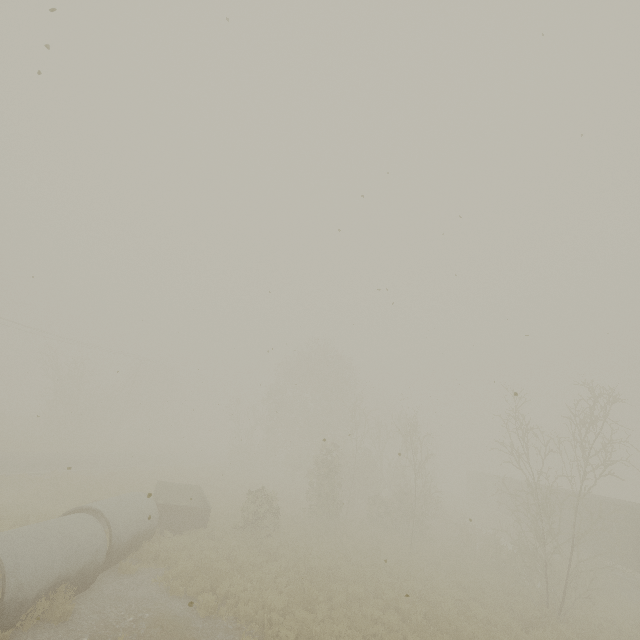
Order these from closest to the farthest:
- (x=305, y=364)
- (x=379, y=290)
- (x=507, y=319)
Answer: (x=379, y=290)
(x=507, y=319)
(x=305, y=364)

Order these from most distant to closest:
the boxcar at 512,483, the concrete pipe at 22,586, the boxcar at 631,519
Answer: the boxcar at 512,483 < the boxcar at 631,519 < the concrete pipe at 22,586

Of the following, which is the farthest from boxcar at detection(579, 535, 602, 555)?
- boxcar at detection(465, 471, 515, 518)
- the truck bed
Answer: the truck bed

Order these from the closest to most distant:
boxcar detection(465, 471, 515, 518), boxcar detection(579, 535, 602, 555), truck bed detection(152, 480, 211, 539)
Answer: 1. truck bed detection(152, 480, 211, 539)
2. boxcar detection(579, 535, 602, 555)
3. boxcar detection(465, 471, 515, 518)

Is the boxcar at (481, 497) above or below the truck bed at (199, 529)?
above

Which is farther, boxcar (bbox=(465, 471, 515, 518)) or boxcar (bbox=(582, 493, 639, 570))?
boxcar (bbox=(465, 471, 515, 518))

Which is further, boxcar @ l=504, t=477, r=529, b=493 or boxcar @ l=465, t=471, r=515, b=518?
boxcar @ l=465, t=471, r=515, b=518

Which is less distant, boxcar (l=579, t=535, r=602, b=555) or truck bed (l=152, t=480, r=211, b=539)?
truck bed (l=152, t=480, r=211, b=539)
